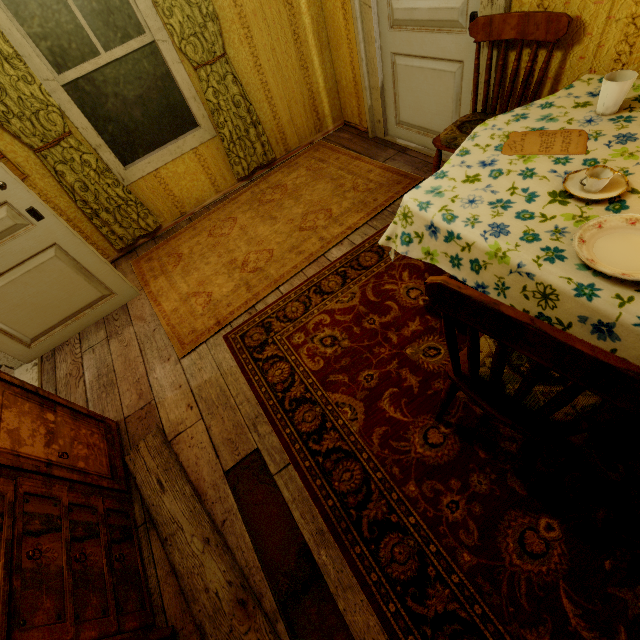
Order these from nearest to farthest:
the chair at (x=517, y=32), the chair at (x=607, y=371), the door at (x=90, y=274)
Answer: the chair at (x=607, y=371)
the chair at (x=517, y=32)
the door at (x=90, y=274)

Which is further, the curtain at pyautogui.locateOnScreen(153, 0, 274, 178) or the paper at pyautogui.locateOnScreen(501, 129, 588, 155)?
the curtain at pyautogui.locateOnScreen(153, 0, 274, 178)

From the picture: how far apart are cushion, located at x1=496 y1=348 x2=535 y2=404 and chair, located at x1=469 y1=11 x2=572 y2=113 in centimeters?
124cm

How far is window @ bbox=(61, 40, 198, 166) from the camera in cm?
271

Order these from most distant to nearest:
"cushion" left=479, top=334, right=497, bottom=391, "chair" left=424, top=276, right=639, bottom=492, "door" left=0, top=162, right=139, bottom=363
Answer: "door" left=0, top=162, right=139, bottom=363 → "cushion" left=479, top=334, right=497, bottom=391 → "chair" left=424, top=276, right=639, bottom=492

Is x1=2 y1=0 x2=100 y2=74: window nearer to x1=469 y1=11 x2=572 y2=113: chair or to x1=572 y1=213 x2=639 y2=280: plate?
x1=469 y1=11 x2=572 y2=113: chair

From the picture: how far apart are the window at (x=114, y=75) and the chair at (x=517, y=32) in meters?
2.4

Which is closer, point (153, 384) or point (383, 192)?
point (153, 384)
